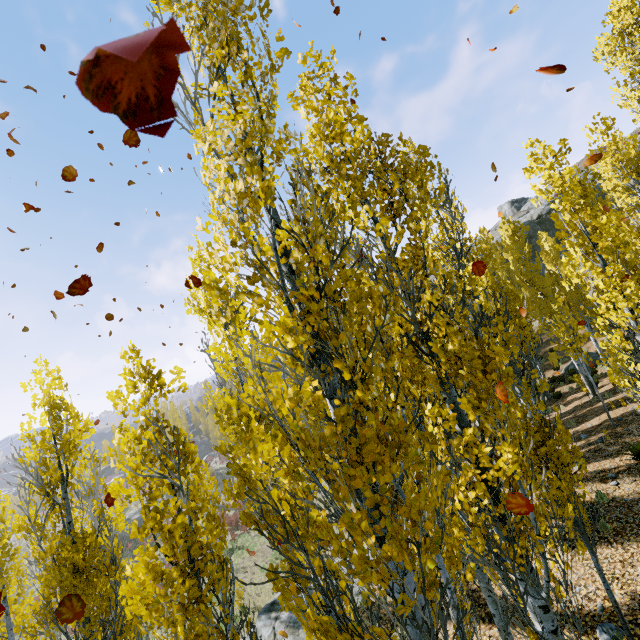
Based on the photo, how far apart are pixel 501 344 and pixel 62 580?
7.90m

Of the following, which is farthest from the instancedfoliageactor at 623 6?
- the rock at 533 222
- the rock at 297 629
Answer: the rock at 533 222

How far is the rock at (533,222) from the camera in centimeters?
4553cm

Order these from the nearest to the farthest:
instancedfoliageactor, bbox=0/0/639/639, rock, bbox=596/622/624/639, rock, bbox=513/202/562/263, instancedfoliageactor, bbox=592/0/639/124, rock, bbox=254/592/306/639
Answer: instancedfoliageactor, bbox=0/0/639/639
rock, bbox=596/622/624/639
rock, bbox=254/592/306/639
instancedfoliageactor, bbox=592/0/639/124
rock, bbox=513/202/562/263

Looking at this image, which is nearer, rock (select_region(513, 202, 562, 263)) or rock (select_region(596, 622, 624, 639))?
rock (select_region(596, 622, 624, 639))

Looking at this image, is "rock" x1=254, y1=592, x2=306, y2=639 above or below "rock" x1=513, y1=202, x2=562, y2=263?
below

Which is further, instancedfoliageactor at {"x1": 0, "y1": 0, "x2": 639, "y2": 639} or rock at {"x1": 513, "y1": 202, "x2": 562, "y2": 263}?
rock at {"x1": 513, "y1": 202, "x2": 562, "y2": 263}

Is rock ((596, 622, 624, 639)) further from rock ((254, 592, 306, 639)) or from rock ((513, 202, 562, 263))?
rock ((513, 202, 562, 263))
